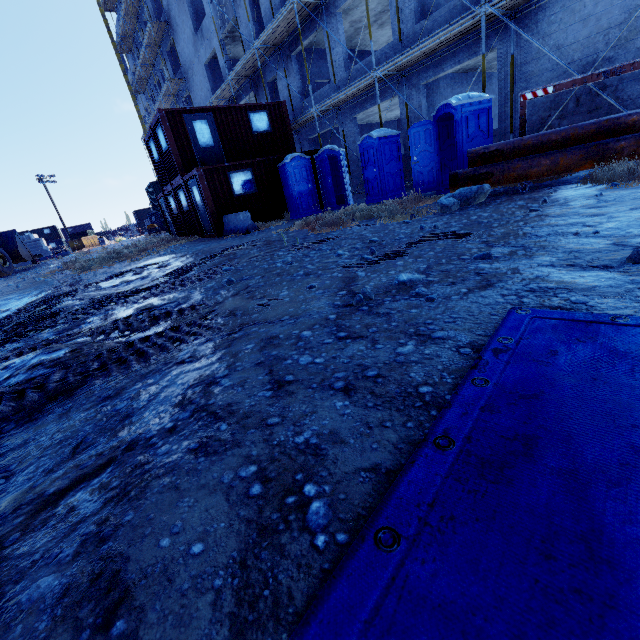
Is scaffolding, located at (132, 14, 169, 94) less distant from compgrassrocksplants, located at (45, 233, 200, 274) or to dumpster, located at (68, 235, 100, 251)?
dumpster, located at (68, 235, 100, 251)

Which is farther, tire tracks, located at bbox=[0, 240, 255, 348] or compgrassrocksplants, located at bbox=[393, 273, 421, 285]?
Answer: tire tracks, located at bbox=[0, 240, 255, 348]

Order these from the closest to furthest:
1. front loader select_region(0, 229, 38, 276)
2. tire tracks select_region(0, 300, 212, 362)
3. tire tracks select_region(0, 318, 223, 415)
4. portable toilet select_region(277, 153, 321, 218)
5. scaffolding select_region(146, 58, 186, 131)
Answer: tire tracks select_region(0, 318, 223, 415) → tire tracks select_region(0, 300, 212, 362) → portable toilet select_region(277, 153, 321, 218) → front loader select_region(0, 229, 38, 276) → scaffolding select_region(146, 58, 186, 131)

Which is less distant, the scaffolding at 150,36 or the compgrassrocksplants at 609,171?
the compgrassrocksplants at 609,171

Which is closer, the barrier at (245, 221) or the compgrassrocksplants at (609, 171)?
the compgrassrocksplants at (609, 171)

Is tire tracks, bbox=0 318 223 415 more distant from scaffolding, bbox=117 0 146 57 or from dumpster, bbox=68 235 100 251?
dumpster, bbox=68 235 100 251

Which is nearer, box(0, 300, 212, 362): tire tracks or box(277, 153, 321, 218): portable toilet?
box(0, 300, 212, 362): tire tracks

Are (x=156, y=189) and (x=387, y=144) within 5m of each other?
no
